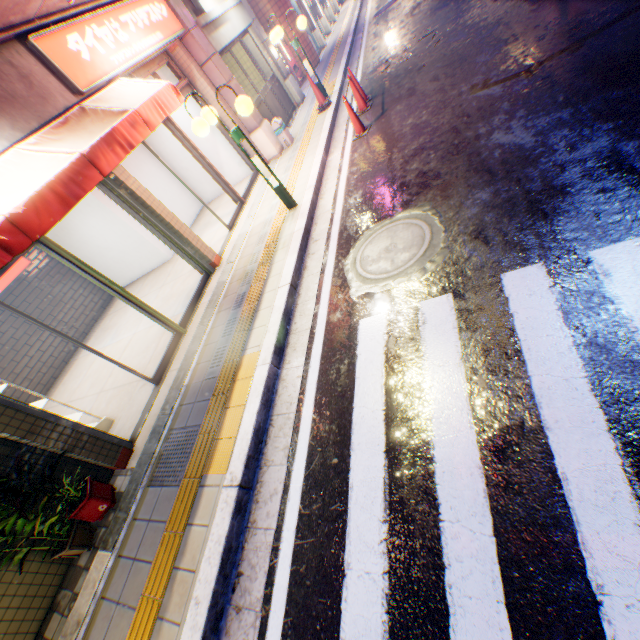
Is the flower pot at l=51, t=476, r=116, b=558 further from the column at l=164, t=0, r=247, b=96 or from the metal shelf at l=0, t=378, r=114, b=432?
the column at l=164, t=0, r=247, b=96

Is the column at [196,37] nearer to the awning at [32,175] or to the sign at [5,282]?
the awning at [32,175]

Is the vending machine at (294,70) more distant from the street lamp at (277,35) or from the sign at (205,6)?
the street lamp at (277,35)

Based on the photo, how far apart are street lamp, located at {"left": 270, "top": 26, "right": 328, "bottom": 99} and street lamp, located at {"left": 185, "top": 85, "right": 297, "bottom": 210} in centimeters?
511cm

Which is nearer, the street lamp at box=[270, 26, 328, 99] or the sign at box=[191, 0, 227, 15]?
the sign at box=[191, 0, 227, 15]

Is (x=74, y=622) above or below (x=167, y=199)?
below

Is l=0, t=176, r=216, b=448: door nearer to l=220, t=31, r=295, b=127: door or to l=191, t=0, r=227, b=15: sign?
l=220, t=31, r=295, b=127: door

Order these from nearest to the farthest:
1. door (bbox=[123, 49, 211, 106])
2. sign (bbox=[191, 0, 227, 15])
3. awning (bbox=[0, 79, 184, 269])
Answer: awning (bbox=[0, 79, 184, 269]) → door (bbox=[123, 49, 211, 106]) → sign (bbox=[191, 0, 227, 15])
